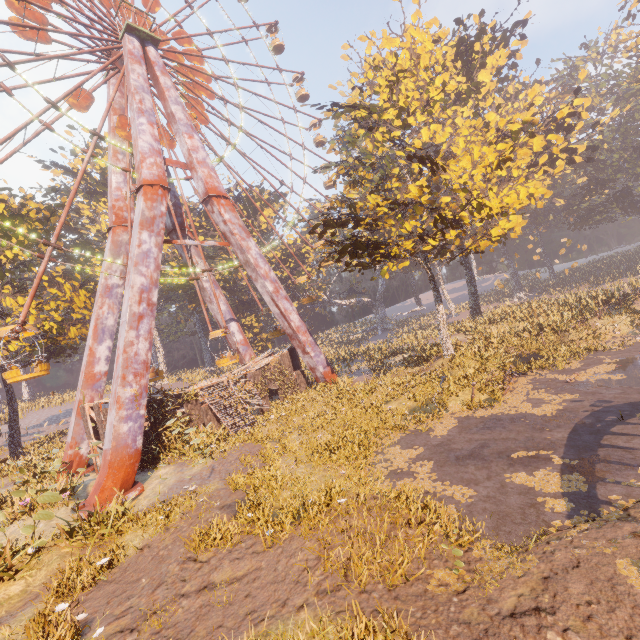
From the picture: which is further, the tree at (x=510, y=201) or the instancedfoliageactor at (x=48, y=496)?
the tree at (x=510, y=201)

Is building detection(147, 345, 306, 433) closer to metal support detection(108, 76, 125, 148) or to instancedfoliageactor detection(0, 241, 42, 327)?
instancedfoliageactor detection(0, 241, 42, 327)

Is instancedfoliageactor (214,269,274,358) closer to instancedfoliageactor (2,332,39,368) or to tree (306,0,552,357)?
instancedfoliageactor (2,332,39,368)

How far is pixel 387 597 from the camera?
5.7 meters

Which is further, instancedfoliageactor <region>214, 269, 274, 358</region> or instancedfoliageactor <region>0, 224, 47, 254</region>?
instancedfoliageactor <region>214, 269, 274, 358</region>

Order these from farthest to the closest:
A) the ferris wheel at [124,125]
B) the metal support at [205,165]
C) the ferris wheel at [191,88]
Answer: the ferris wheel at [191,88]
the ferris wheel at [124,125]
the metal support at [205,165]

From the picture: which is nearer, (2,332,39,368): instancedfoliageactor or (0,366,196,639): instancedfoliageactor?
(0,366,196,639): instancedfoliageactor

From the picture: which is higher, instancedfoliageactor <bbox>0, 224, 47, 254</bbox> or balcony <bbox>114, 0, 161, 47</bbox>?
balcony <bbox>114, 0, 161, 47</bbox>
